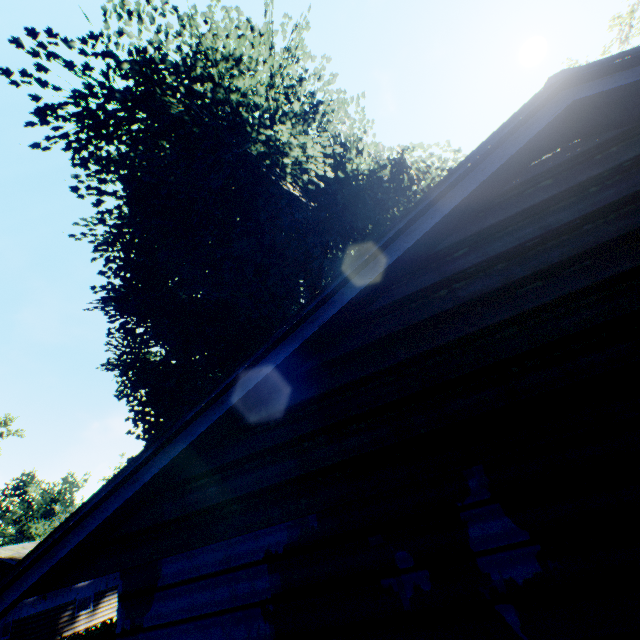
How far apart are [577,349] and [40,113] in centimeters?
1481cm

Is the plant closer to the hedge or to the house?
the house

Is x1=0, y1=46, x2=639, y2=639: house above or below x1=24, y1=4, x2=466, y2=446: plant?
below

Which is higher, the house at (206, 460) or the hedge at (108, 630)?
the house at (206, 460)

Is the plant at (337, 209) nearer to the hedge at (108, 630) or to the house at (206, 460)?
the house at (206, 460)

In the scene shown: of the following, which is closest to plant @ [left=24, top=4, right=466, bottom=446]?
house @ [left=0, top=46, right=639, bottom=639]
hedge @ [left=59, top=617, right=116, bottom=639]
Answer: house @ [left=0, top=46, right=639, bottom=639]

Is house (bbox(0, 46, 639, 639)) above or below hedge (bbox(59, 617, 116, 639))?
above
